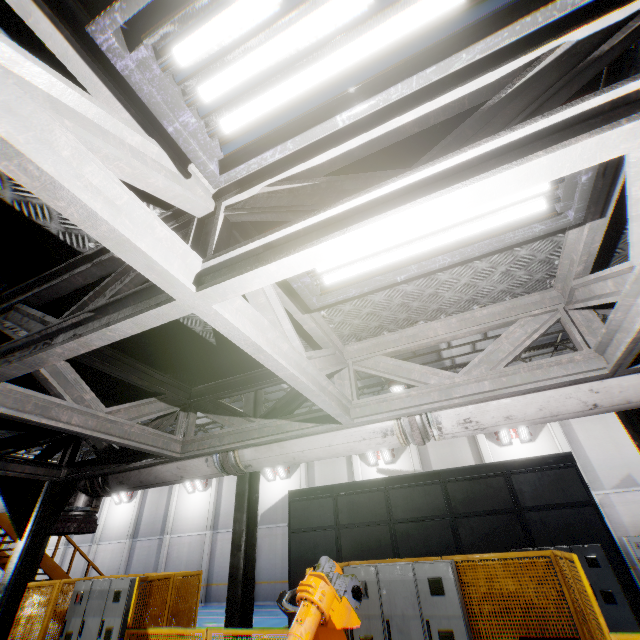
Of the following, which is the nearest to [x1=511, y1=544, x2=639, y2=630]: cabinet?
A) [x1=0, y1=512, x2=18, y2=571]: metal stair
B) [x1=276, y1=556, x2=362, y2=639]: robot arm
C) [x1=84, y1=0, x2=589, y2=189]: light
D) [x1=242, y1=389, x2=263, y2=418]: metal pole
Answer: [x1=242, y1=389, x2=263, y2=418]: metal pole

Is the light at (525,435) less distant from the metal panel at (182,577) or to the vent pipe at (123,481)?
the metal panel at (182,577)

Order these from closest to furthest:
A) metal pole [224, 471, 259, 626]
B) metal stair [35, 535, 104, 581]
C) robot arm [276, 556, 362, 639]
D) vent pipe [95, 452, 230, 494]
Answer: robot arm [276, 556, 362, 639], vent pipe [95, 452, 230, 494], metal pole [224, 471, 259, 626], metal stair [35, 535, 104, 581]

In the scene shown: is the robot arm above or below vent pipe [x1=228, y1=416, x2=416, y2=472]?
below

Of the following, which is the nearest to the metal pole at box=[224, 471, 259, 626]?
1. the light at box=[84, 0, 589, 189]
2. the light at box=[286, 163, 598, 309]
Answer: the light at box=[286, 163, 598, 309]

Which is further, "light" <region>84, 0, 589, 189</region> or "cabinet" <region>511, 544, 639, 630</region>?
"cabinet" <region>511, 544, 639, 630</region>

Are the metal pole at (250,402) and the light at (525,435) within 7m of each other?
no

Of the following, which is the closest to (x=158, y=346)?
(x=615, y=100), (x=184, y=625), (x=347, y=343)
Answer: (x=347, y=343)
